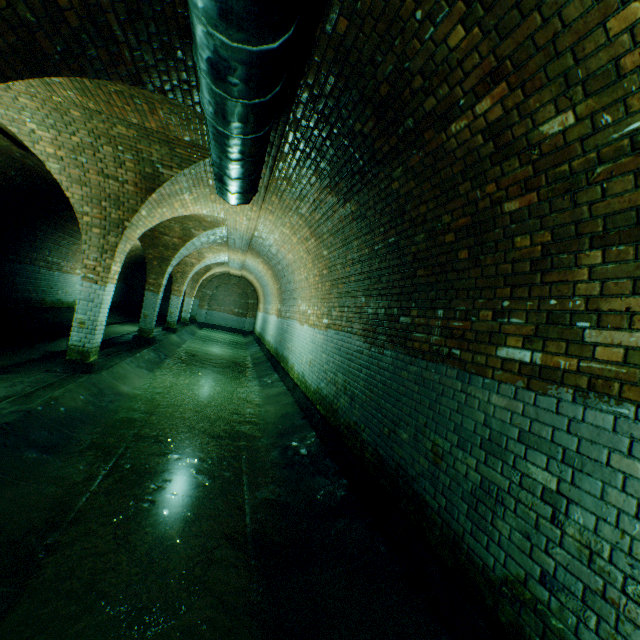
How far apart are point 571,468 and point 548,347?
0.7m

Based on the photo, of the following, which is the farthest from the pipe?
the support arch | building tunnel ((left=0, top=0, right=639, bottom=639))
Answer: the support arch

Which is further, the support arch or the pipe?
the support arch

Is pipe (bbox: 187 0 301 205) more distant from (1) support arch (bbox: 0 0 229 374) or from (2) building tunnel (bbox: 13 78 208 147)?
(1) support arch (bbox: 0 0 229 374)

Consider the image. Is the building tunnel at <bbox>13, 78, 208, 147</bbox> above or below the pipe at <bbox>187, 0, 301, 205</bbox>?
above

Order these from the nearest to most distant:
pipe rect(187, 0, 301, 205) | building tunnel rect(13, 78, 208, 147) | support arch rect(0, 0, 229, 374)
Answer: pipe rect(187, 0, 301, 205) → support arch rect(0, 0, 229, 374) → building tunnel rect(13, 78, 208, 147)

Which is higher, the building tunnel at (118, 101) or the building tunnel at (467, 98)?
the building tunnel at (118, 101)

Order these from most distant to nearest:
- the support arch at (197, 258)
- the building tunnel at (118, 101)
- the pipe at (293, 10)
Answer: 1. the building tunnel at (118, 101)
2. the support arch at (197, 258)
3. the pipe at (293, 10)
